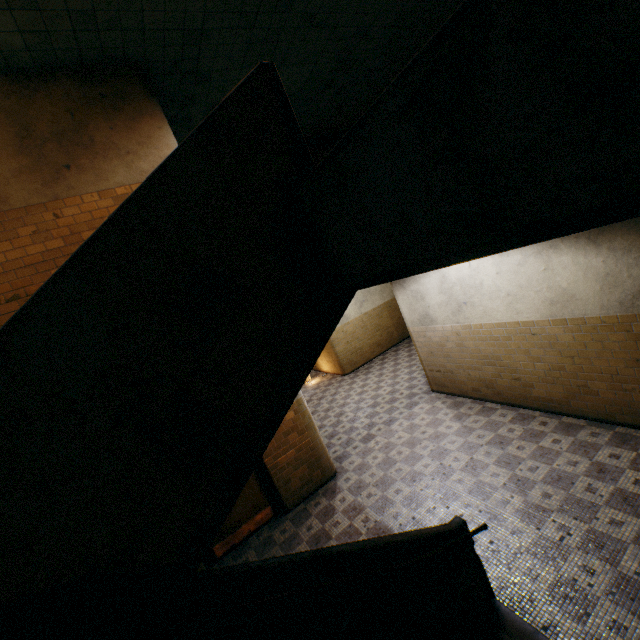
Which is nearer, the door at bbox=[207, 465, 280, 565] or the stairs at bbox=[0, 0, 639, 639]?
the stairs at bbox=[0, 0, 639, 639]

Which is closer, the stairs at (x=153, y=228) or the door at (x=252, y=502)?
the stairs at (x=153, y=228)

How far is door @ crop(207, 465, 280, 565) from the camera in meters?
6.1

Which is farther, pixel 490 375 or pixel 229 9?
pixel 490 375

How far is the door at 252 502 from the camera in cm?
613

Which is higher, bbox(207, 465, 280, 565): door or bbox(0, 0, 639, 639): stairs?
bbox(0, 0, 639, 639): stairs
